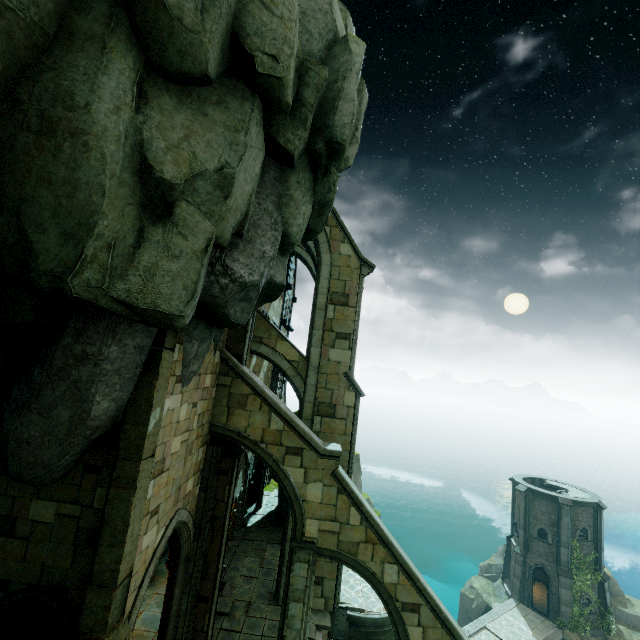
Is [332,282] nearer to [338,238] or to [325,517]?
[338,238]

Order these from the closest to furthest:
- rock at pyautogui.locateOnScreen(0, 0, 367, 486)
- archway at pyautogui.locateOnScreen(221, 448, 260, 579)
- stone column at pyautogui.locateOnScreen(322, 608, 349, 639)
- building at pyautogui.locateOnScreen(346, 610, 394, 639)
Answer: rock at pyautogui.locateOnScreen(0, 0, 367, 486), stone column at pyautogui.locateOnScreen(322, 608, 349, 639), building at pyautogui.locateOnScreen(346, 610, 394, 639), archway at pyautogui.locateOnScreen(221, 448, 260, 579)

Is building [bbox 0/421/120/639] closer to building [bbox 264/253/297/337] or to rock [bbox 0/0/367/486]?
rock [bbox 0/0/367/486]

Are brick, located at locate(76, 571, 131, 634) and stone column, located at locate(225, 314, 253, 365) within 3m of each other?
no

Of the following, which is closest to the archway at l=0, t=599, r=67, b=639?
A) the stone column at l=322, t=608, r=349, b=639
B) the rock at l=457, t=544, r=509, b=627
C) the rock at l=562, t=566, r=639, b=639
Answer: the stone column at l=322, t=608, r=349, b=639

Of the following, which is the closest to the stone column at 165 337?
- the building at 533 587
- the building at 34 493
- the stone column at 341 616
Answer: the building at 34 493

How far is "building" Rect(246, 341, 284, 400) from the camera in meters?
16.1

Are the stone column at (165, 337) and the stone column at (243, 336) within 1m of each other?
no
